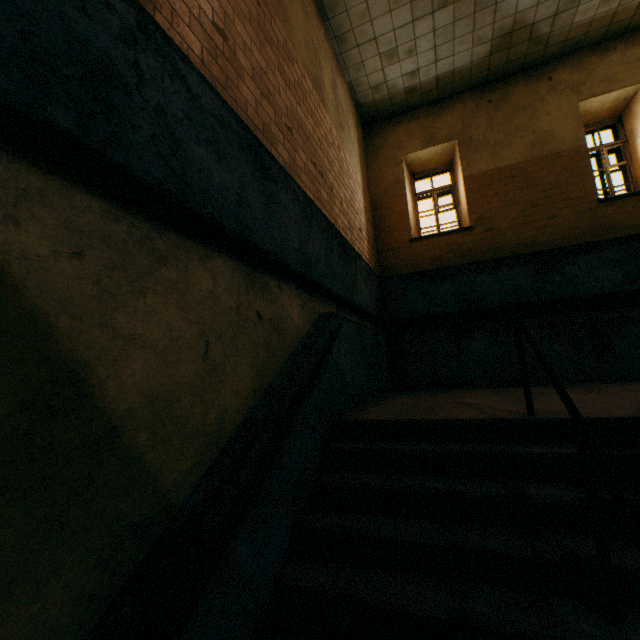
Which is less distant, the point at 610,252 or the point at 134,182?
the point at 134,182
